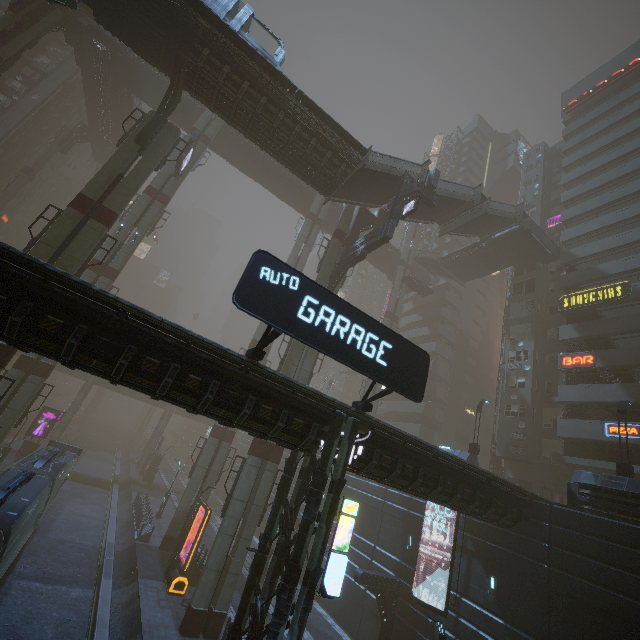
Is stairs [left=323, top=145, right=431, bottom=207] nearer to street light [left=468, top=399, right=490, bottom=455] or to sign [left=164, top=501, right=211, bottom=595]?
street light [left=468, top=399, right=490, bottom=455]

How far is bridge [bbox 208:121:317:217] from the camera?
39.4m

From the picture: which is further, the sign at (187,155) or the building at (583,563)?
the sign at (187,155)

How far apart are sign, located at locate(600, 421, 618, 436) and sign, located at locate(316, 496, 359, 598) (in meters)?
22.69

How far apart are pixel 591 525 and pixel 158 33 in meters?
35.4 m

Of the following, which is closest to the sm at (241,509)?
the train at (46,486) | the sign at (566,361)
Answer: the train at (46,486)

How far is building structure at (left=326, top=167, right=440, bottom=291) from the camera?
22.7 meters

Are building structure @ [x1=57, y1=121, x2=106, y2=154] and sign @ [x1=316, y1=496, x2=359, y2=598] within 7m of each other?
no
